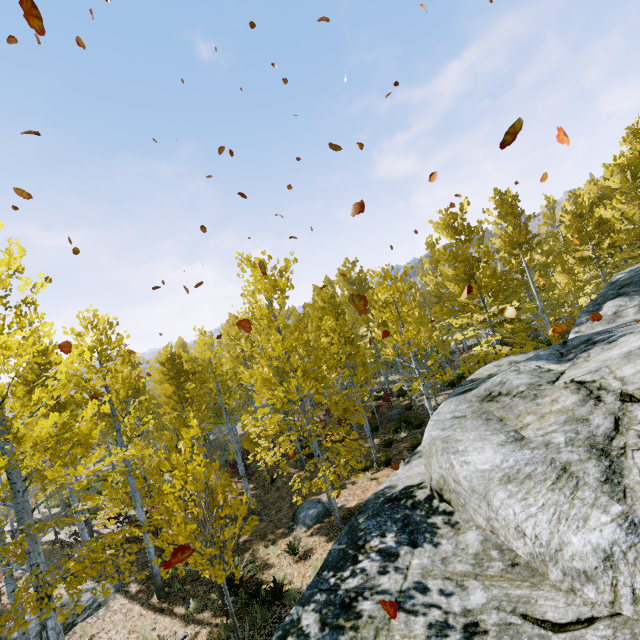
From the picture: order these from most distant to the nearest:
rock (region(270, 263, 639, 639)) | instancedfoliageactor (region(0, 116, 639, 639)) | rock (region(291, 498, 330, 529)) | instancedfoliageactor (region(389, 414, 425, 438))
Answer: instancedfoliageactor (region(389, 414, 425, 438)) → rock (region(291, 498, 330, 529)) → instancedfoliageactor (region(0, 116, 639, 639)) → rock (region(270, 263, 639, 639))

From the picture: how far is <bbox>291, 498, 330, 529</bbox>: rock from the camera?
11.44m

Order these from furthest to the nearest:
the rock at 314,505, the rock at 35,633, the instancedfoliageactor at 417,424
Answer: the instancedfoliageactor at 417,424 < the rock at 314,505 < the rock at 35,633

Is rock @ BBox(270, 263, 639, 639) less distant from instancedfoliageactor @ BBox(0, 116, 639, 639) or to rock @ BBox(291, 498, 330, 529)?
instancedfoliageactor @ BBox(0, 116, 639, 639)

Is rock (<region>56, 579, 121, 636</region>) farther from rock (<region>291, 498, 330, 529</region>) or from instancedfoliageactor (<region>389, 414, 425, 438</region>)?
rock (<region>291, 498, 330, 529</region>)

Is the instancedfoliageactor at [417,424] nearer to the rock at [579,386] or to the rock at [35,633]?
the rock at [579,386]

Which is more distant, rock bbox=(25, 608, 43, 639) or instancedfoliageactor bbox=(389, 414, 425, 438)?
instancedfoliageactor bbox=(389, 414, 425, 438)

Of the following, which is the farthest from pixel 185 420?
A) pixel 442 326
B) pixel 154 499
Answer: pixel 442 326
